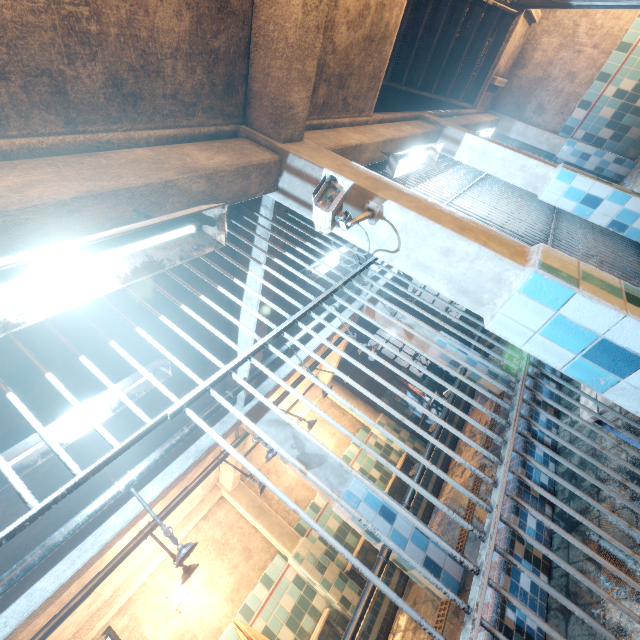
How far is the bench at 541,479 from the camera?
2.54m

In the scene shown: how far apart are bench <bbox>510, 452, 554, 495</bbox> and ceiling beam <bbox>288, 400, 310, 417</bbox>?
2.4m

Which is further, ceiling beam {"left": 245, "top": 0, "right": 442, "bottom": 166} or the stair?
the stair

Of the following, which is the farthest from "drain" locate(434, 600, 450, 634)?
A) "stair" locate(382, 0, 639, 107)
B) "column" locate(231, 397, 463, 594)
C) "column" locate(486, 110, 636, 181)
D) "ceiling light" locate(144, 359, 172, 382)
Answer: "column" locate(486, 110, 636, 181)

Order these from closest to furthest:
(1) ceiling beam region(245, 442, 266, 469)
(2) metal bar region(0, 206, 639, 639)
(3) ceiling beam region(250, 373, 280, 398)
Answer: (2) metal bar region(0, 206, 639, 639) < (3) ceiling beam region(250, 373, 280, 398) < (1) ceiling beam region(245, 442, 266, 469)

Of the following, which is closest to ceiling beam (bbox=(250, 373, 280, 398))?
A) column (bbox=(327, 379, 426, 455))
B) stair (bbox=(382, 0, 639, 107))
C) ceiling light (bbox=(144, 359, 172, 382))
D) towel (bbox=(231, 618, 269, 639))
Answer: ceiling light (bbox=(144, 359, 172, 382))

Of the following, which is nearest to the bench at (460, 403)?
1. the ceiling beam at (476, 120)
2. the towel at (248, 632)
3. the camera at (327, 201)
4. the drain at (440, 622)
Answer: the drain at (440, 622)

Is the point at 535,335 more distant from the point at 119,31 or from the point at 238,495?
the point at 238,495
